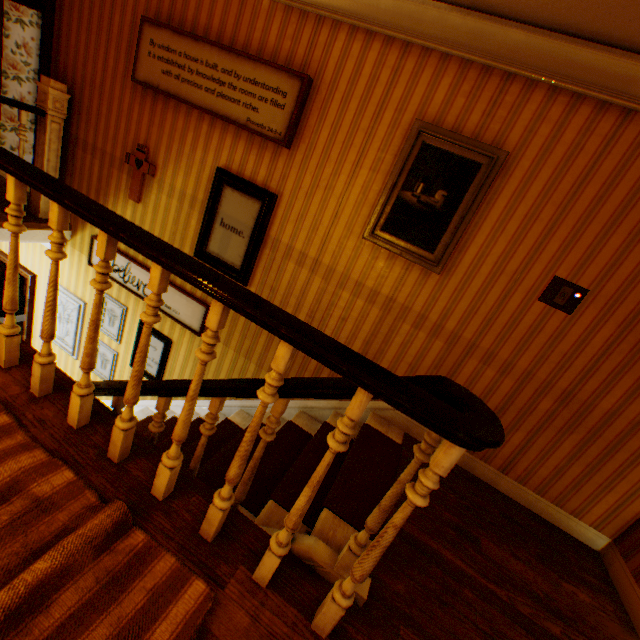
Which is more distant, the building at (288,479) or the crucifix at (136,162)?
the crucifix at (136,162)

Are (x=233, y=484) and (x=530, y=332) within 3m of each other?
yes

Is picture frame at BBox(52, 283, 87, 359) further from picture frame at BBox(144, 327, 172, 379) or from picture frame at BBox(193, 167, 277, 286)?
picture frame at BBox(193, 167, 277, 286)

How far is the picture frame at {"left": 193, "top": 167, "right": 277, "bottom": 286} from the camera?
3.2 meters

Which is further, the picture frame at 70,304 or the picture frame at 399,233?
the picture frame at 70,304

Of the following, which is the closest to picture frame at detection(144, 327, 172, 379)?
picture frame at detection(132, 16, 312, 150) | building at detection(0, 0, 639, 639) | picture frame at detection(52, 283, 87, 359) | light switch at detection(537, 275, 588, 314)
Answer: building at detection(0, 0, 639, 639)

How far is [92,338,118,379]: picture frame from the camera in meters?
4.6

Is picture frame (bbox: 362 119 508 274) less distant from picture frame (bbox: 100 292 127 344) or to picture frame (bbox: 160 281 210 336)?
picture frame (bbox: 160 281 210 336)
